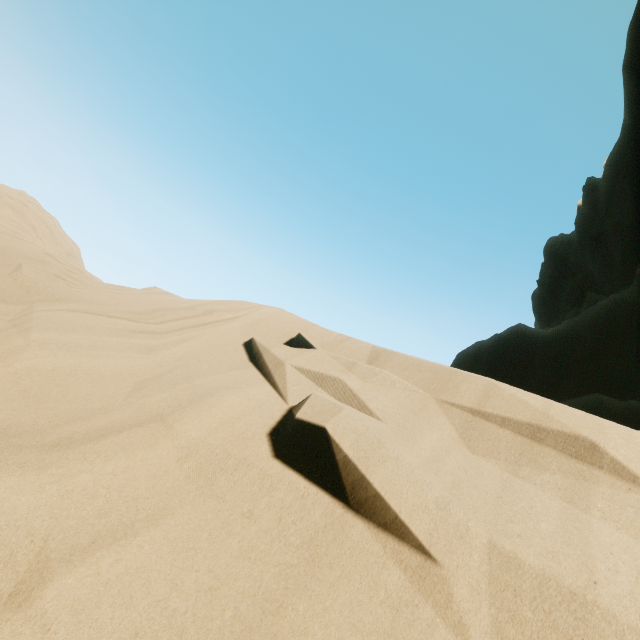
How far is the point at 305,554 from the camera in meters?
1.8 m
